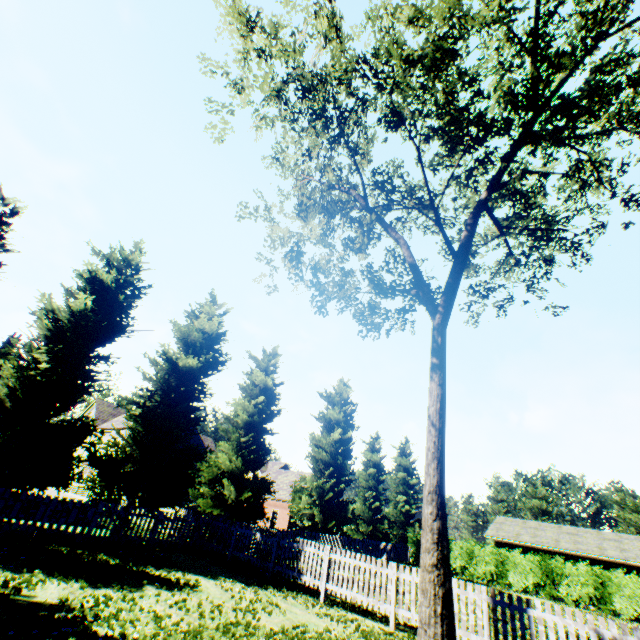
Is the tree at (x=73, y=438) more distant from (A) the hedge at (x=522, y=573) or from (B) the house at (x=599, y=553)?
(B) the house at (x=599, y=553)

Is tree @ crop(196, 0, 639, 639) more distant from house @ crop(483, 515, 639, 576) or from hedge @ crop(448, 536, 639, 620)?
house @ crop(483, 515, 639, 576)

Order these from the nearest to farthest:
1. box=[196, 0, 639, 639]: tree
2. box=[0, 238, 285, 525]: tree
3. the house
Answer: box=[196, 0, 639, 639]: tree < box=[0, 238, 285, 525]: tree < the house

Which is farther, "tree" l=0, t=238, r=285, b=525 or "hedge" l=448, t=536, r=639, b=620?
"hedge" l=448, t=536, r=639, b=620

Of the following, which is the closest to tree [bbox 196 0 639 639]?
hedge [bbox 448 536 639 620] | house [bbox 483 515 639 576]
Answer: hedge [bbox 448 536 639 620]

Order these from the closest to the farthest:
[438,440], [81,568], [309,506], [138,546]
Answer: [81,568]
[438,440]
[138,546]
[309,506]

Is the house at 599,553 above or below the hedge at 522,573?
above
